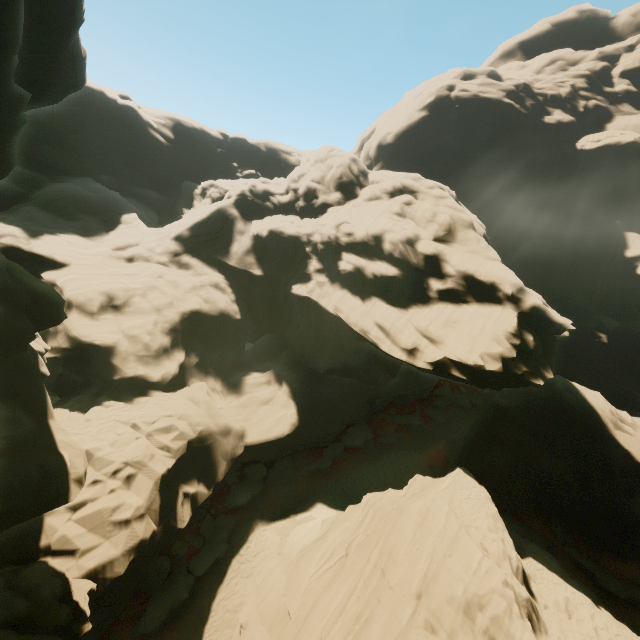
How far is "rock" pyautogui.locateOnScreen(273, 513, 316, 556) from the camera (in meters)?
19.99

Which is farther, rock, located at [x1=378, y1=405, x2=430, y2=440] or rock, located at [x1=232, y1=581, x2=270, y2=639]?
rock, located at [x1=378, y1=405, x2=430, y2=440]

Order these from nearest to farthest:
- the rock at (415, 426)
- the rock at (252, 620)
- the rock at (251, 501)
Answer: the rock at (252, 620), the rock at (251, 501), the rock at (415, 426)

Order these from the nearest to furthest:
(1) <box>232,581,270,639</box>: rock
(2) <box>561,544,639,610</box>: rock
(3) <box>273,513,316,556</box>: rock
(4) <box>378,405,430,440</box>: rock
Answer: (1) <box>232,581,270,639</box>: rock
(3) <box>273,513,316,556</box>: rock
(2) <box>561,544,639,610</box>: rock
(4) <box>378,405,430,440</box>: rock

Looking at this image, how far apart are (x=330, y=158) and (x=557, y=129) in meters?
50.2

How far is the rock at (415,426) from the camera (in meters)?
36.91
